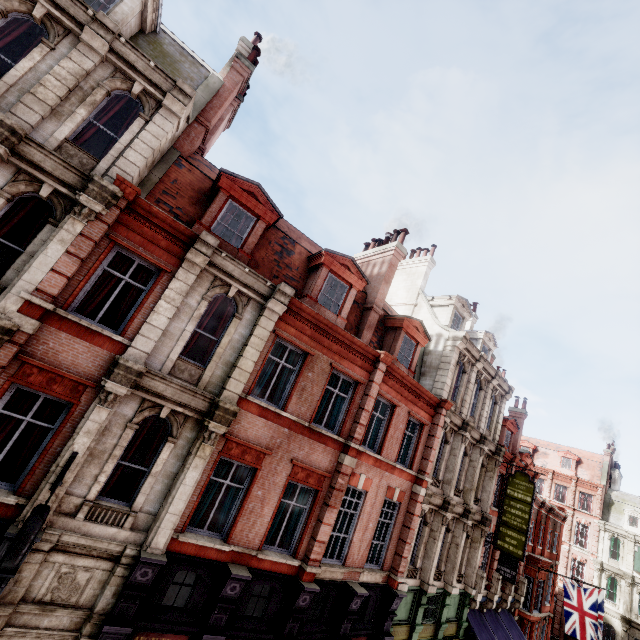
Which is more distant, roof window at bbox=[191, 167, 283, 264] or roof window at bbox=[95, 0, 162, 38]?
roof window at bbox=[191, 167, 283, 264]

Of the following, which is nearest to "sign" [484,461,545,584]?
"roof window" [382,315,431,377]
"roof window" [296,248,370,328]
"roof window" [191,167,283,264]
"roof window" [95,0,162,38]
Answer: "roof window" [382,315,431,377]

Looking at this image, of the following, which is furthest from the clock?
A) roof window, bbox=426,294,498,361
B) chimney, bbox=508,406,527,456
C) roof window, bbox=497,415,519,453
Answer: chimney, bbox=508,406,527,456

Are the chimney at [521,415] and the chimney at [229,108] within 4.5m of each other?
no

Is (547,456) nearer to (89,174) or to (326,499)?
(326,499)

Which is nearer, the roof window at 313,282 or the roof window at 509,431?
the roof window at 313,282

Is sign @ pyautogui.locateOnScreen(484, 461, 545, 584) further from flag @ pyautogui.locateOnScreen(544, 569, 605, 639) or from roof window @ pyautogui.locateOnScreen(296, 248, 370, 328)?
roof window @ pyautogui.locateOnScreen(296, 248, 370, 328)

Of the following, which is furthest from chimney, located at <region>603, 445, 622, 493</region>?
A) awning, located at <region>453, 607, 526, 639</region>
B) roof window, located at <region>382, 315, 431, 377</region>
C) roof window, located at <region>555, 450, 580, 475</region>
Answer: roof window, located at <region>382, 315, 431, 377</region>
